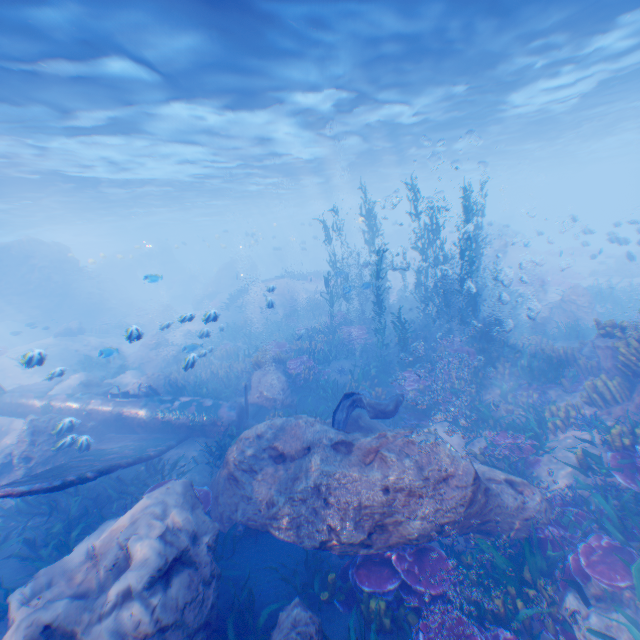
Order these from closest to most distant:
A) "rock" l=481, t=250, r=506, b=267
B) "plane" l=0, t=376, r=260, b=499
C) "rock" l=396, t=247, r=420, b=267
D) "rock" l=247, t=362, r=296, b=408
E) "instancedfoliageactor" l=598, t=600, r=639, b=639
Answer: "instancedfoliageactor" l=598, t=600, r=639, b=639, "plane" l=0, t=376, r=260, b=499, "rock" l=247, t=362, r=296, b=408, "rock" l=481, t=250, r=506, b=267, "rock" l=396, t=247, r=420, b=267

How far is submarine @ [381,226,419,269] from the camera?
46.03m

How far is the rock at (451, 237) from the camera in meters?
27.6

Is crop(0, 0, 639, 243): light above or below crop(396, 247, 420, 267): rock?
above

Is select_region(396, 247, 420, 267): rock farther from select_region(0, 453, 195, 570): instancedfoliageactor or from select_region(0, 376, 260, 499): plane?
select_region(0, 453, 195, 570): instancedfoliageactor

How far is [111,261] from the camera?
39.6m

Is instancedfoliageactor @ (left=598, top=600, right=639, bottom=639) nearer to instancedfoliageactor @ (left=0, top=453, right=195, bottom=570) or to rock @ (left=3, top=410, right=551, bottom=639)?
rock @ (left=3, top=410, right=551, bottom=639)

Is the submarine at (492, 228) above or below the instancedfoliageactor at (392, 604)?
above
